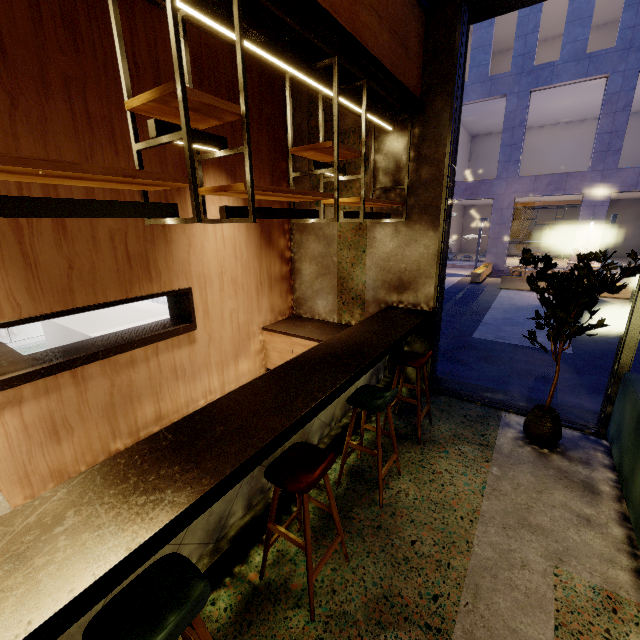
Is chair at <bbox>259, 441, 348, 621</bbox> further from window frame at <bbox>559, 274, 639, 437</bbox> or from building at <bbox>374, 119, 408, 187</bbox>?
window frame at <bbox>559, 274, 639, 437</bbox>

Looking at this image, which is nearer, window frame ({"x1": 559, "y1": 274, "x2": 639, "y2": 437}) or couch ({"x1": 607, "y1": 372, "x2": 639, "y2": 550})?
couch ({"x1": 607, "y1": 372, "x2": 639, "y2": 550})

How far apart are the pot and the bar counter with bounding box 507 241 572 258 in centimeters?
2329cm

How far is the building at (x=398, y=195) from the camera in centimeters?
418cm

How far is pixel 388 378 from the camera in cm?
459

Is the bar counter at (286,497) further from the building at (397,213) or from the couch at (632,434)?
the couch at (632,434)

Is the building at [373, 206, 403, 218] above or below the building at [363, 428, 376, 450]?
above

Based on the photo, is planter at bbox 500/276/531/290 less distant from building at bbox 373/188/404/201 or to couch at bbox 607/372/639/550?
building at bbox 373/188/404/201
